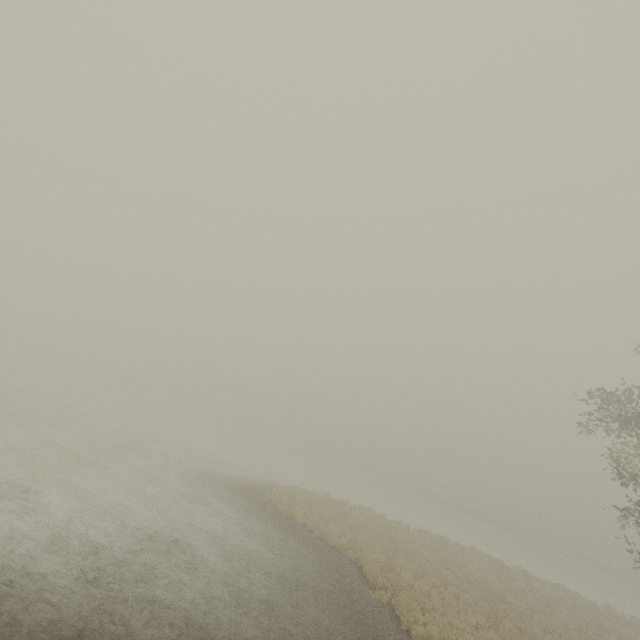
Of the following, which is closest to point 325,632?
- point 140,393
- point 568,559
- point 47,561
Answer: point 47,561
